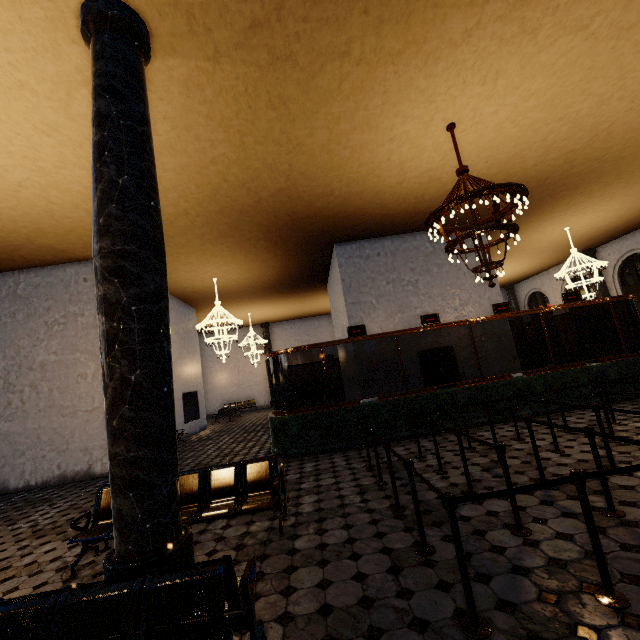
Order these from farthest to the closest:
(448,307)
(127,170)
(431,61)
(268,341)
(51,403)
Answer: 1. (268,341)
2. (448,307)
3. (51,403)
4. (431,61)
5. (127,170)
